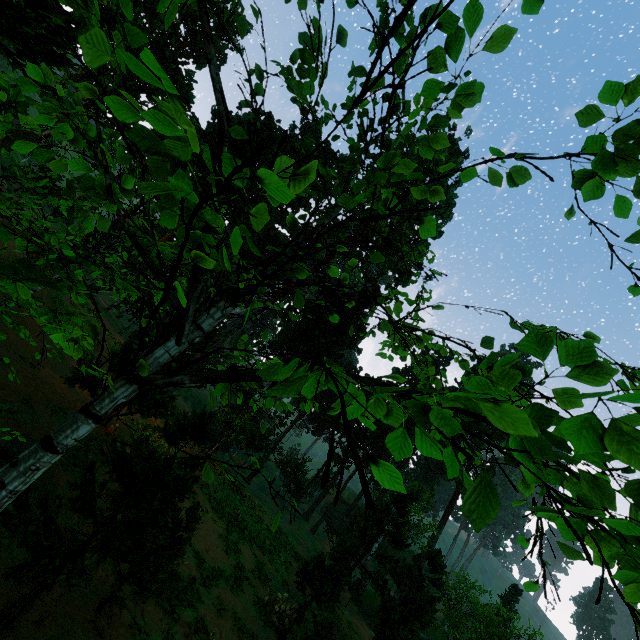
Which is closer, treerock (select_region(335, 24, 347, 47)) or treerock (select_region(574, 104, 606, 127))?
treerock (select_region(574, 104, 606, 127))

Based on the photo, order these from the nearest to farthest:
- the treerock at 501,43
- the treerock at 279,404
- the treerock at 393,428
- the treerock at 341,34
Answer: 1. the treerock at 393,428
2. the treerock at 501,43
3. the treerock at 341,34
4. the treerock at 279,404

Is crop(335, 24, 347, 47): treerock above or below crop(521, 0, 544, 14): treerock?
below

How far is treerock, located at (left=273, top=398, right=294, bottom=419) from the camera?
7.3m

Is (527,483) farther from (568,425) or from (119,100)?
(119,100)

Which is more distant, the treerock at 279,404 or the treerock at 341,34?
the treerock at 279,404
